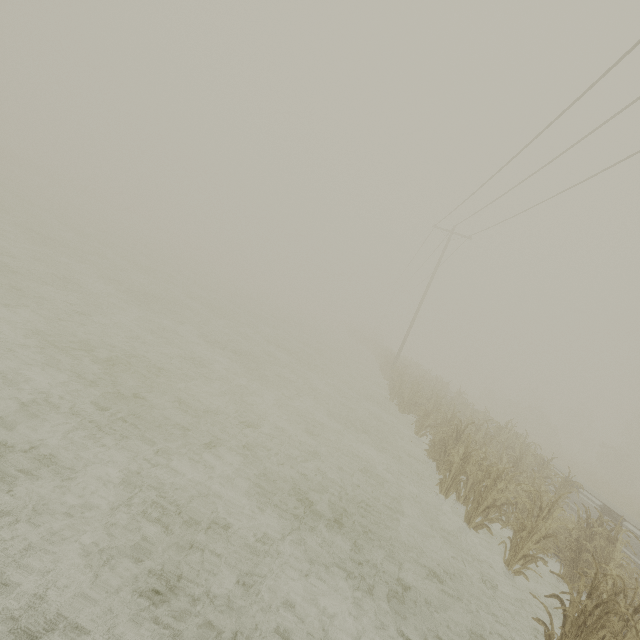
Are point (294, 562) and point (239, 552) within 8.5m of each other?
yes

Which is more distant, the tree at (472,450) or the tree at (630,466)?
the tree at (630,466)

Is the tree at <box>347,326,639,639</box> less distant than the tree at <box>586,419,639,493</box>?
Yes
